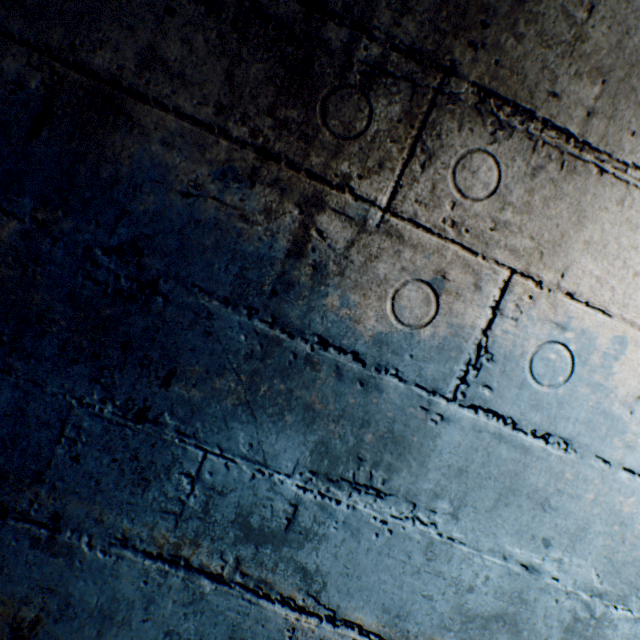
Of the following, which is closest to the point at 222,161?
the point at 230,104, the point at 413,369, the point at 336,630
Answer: the point at 230,104
